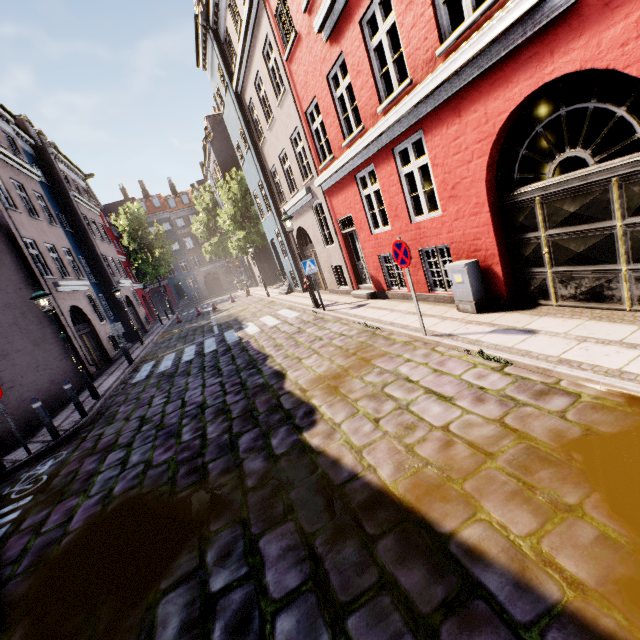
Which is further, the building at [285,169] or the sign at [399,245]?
the sign at [399,245]

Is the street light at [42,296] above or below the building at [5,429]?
above

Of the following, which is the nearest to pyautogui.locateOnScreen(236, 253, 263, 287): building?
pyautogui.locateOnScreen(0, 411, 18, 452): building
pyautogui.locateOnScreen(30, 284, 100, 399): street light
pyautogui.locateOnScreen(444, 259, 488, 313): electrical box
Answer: pyautogui.locateOnScreen(444, 259, 488, 313): electrical box

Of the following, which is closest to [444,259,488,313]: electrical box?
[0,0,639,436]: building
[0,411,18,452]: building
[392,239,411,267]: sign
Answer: [0,0,639,436]: building

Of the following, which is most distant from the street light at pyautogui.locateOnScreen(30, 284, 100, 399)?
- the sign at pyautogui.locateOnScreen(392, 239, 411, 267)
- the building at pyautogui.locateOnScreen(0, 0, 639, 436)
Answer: the sign at pyautogui.locateOnScreen(392, 239, 411, 267)

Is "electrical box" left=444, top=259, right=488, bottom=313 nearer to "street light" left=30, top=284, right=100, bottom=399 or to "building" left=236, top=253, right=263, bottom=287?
"building" left=236, top=253, right=263, bottom=287

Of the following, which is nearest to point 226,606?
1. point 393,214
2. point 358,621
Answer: point 358,621

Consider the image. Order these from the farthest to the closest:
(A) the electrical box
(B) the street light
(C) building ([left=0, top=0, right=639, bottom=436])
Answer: (B) the street light, (A) the electrical box, (C) building ([left=0, top=0, right=639, bottom=436])
